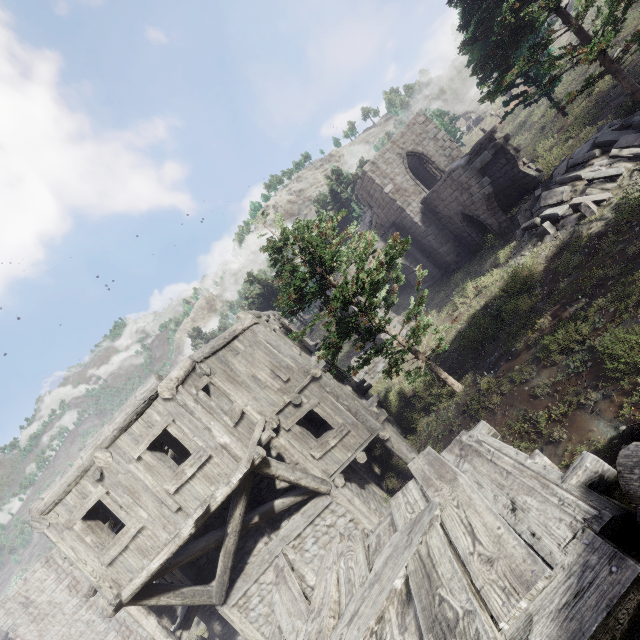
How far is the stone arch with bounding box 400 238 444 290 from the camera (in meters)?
24.97

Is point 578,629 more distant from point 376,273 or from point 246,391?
point 376,273

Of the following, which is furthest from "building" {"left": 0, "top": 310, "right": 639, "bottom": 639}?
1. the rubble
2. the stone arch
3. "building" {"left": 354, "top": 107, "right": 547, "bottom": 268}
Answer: "building" {"left": 354, "top": 107, "right": 547, "bottom": 268}

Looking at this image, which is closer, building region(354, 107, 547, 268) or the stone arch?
building region(354, 107, 547, 268)

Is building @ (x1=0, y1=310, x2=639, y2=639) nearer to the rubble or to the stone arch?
the stone arch

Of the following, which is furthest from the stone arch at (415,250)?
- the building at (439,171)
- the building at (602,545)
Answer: the building at (602,545)

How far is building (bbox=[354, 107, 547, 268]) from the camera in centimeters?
1784cm

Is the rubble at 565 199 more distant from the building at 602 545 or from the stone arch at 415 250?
the building at 602 545
